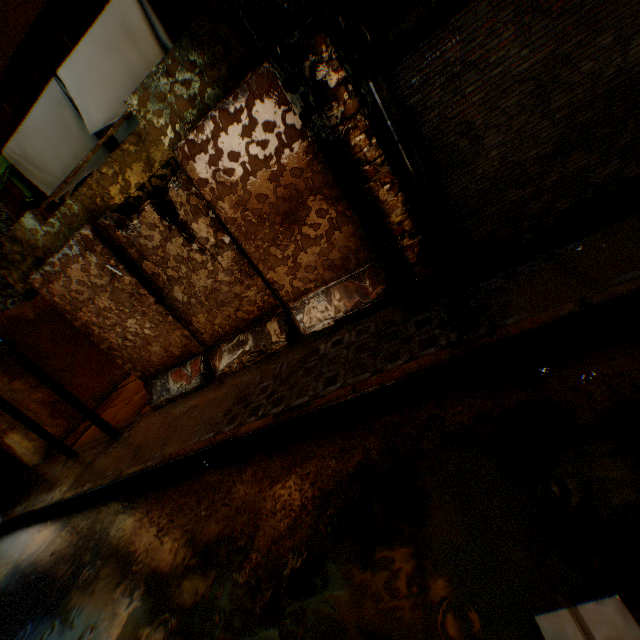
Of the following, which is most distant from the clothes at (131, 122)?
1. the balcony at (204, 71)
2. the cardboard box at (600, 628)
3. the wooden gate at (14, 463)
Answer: the wooden gate at (14, 463)

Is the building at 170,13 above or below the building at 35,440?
above

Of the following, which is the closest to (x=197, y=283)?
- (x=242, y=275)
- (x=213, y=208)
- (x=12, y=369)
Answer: (x=242, y=275)

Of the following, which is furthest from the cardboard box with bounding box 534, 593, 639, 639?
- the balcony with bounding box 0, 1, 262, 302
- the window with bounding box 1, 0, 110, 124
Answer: the window with bounding box 1, 0, 110, 124

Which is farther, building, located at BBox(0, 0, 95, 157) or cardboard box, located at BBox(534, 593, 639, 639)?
building, located at BBox(0, 0, 95, 157)

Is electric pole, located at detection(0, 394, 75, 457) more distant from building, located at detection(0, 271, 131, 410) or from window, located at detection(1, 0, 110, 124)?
window, located at detection(1, 0, 110, 124)

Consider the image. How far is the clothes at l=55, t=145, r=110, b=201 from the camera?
6.13m
